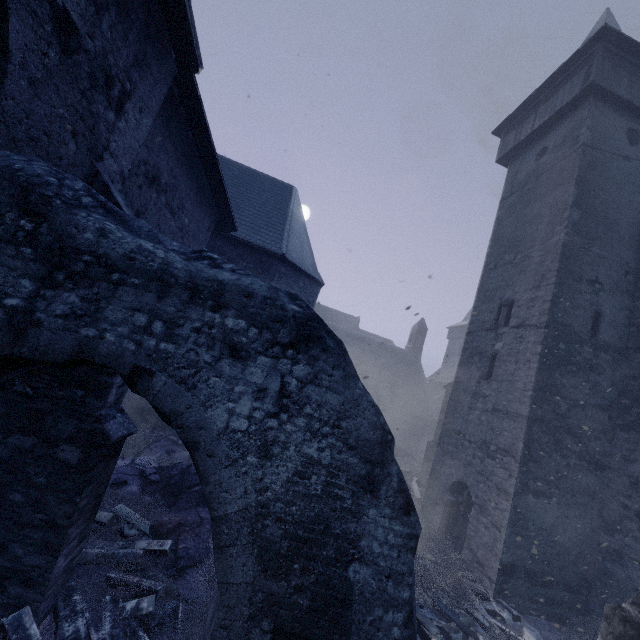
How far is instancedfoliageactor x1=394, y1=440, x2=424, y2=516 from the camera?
12.0 meters

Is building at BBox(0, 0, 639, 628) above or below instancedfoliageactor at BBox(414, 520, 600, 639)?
above

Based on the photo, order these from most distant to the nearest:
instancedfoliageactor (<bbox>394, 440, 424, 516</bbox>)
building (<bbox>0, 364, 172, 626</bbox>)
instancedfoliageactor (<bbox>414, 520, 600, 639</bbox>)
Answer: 1. instancedfoliageactor (<bbox>394, 440, 424, 516</bbox>)
2. instancedfoliageactor (<bbox>414, 520, 600, 639</bbox>)
3. building (<bbox>0, 364, 172, 626</bbox>)

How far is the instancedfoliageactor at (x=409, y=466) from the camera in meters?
12.0 m

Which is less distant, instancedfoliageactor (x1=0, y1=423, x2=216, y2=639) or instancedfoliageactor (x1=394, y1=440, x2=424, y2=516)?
instancedfoliageactor (x1=0, y1=423, x2=216, y2=639)

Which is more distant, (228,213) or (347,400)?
(228,213)

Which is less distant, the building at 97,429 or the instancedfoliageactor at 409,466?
the building at 97,429

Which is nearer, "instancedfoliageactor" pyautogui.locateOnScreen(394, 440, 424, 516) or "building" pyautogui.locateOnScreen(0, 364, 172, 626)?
"building" pyautogui.locateOnScreen(0, 364, 172, 626)
